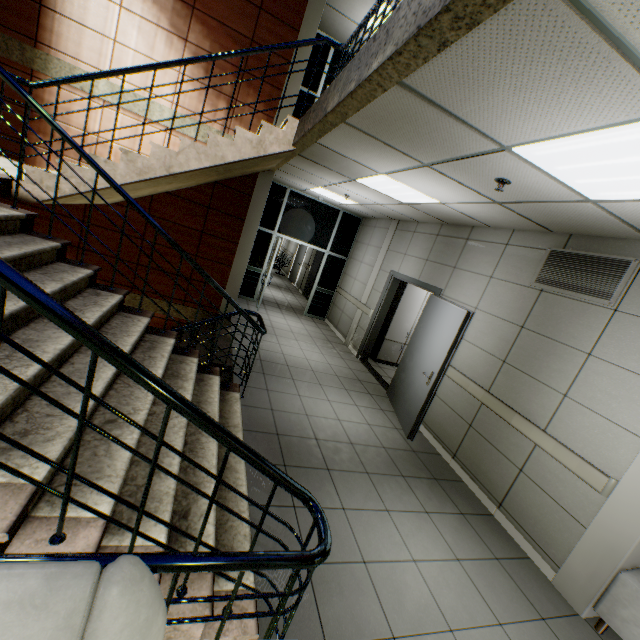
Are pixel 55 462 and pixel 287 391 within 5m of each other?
yes

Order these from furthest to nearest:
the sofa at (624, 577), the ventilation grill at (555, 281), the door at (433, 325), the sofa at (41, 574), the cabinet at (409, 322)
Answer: the cabinet at (409, 322) < the door at (433, 325) < the ventilation grill at (555, 281) < the sofa at (624, 577) < the sofa at (41, 574)

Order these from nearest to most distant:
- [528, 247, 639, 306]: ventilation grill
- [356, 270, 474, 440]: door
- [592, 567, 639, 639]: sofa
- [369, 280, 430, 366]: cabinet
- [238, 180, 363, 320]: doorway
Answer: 1. [592, 567, 639, 639]: sofa
2. [528, 247, 639, 306]: ventilation grill
3. [356, 270, 474, 440]: door
4. [369, 280, 430, 366]: cabinet
5. [238, 180, 363, 320]: doorway

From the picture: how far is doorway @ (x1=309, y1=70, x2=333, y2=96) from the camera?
7.88m

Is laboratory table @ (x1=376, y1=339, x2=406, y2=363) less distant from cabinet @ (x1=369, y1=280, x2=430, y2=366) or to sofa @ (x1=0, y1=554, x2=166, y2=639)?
cabinet @ (x1=369, y1=280, x2=430, y2=366)

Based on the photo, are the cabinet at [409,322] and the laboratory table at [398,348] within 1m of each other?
yes

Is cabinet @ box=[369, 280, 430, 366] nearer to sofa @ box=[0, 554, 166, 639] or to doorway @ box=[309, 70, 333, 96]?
doorway @ box=[309, 70, 333, 96]

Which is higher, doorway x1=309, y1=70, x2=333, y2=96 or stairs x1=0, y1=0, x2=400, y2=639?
doorway x1=309, y1=70, x2=333, y2=96
